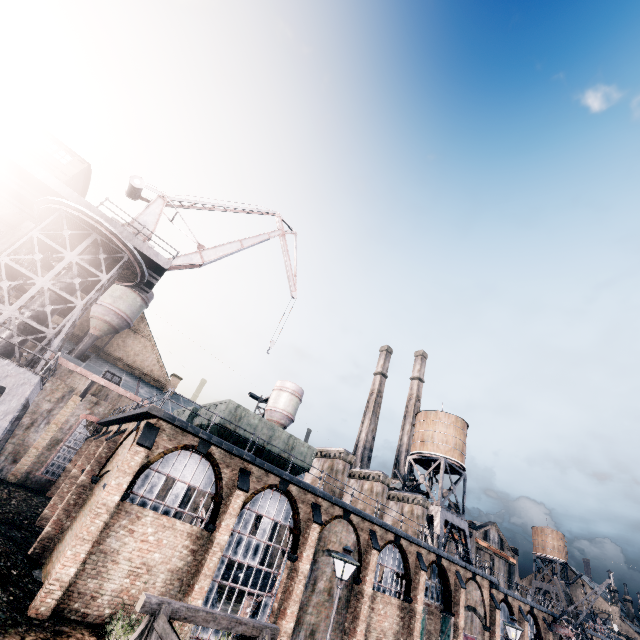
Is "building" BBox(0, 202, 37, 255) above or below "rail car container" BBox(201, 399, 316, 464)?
above

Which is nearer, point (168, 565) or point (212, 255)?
point (168, 565)

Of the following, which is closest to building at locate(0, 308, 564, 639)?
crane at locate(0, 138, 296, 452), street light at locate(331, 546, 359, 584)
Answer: crane at locate(0, 138, 296, 452)

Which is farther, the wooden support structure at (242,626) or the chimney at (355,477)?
the chimney at (355,477)

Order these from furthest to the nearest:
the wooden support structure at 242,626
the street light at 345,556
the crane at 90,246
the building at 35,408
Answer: the crane at 90,246, the building at 35,408, the street light at 345,556, the wooden support structure at 242,626

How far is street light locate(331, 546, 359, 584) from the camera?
11.8m

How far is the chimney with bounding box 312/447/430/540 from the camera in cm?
2839

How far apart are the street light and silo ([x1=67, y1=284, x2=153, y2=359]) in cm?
3678
